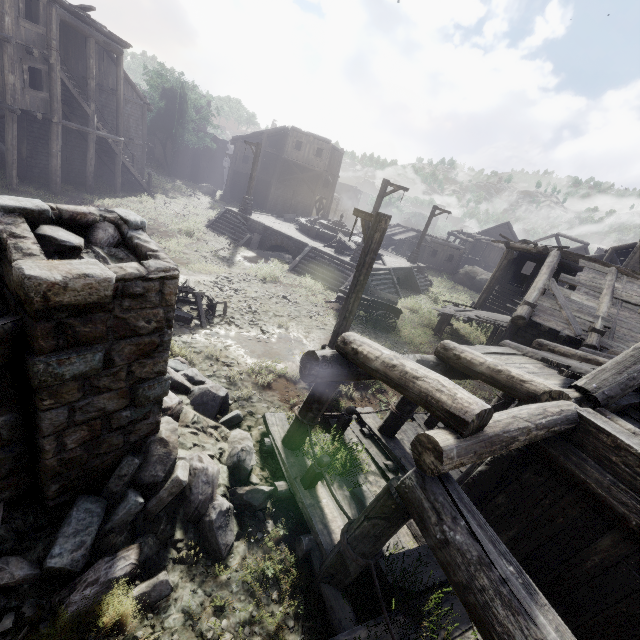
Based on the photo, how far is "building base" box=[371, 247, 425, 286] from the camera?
20.6m

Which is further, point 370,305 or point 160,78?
point 160,78

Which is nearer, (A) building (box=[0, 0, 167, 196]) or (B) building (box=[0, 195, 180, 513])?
(B) building (box=[0, 195, 180, 513])

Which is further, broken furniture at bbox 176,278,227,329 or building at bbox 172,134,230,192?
building at bbox 172,134,230,192

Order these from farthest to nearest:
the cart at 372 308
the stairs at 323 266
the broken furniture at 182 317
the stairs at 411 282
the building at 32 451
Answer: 1. the stairs at 411 282
2. the stairs at 323 266
3. the cart at 372 308
4. the broken furniture at 182 317
5. the building at 32 451

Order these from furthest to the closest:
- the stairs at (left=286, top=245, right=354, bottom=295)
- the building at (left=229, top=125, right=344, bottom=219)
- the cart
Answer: the building at (left=229, top=125, right=344, bottom=219) < the stairs at (left=286, top=245, right=354, bottom=295) < the cart

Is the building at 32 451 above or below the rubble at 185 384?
above

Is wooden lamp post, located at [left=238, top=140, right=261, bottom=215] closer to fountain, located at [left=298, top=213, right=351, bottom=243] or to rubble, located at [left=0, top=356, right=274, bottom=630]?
fountain, located at [left=298, top=213, right=351, bottom=243]
